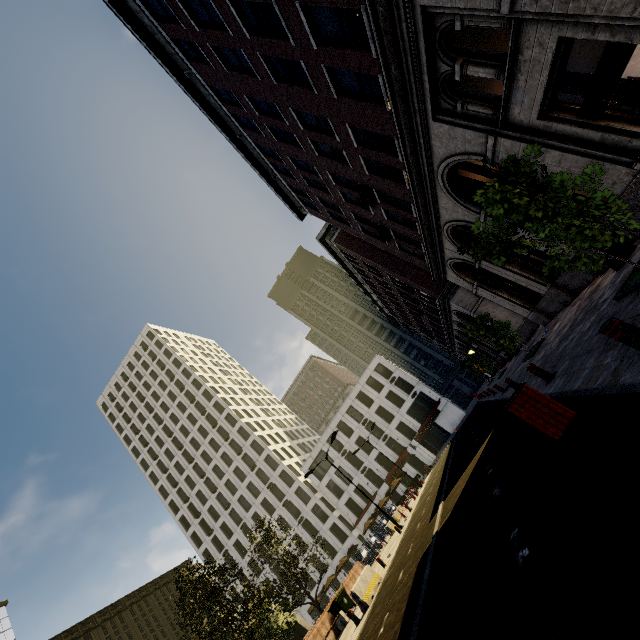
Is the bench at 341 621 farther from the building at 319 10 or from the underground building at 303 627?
the building at 319 10

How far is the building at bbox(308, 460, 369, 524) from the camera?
50.2m

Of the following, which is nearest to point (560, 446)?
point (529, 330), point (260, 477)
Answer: point (529, 330)

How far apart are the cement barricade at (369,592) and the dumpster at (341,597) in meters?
4.4 m

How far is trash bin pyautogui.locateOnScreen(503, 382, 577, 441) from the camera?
4.8m

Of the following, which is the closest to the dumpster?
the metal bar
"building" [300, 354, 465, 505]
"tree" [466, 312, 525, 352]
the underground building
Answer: the underground building

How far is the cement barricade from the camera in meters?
13.1 m
